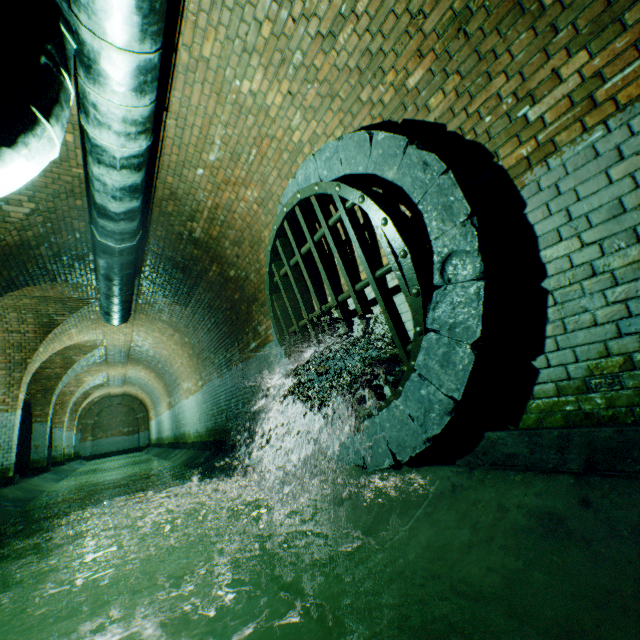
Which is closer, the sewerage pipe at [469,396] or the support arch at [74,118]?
the sewerage pipe at [469,396]

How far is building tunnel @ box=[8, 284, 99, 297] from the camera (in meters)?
7.58

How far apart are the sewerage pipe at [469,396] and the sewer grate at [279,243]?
0.0m

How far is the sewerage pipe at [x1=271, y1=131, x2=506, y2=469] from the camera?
2.2m

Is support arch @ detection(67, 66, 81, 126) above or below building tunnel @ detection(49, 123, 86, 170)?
below

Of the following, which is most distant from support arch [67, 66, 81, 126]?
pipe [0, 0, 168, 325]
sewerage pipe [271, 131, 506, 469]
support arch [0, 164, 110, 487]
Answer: support arch [0, 164, 110, 487]

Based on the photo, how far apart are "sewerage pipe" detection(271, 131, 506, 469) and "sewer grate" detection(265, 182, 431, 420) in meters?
0.0

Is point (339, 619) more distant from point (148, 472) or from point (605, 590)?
point (148, 472)
